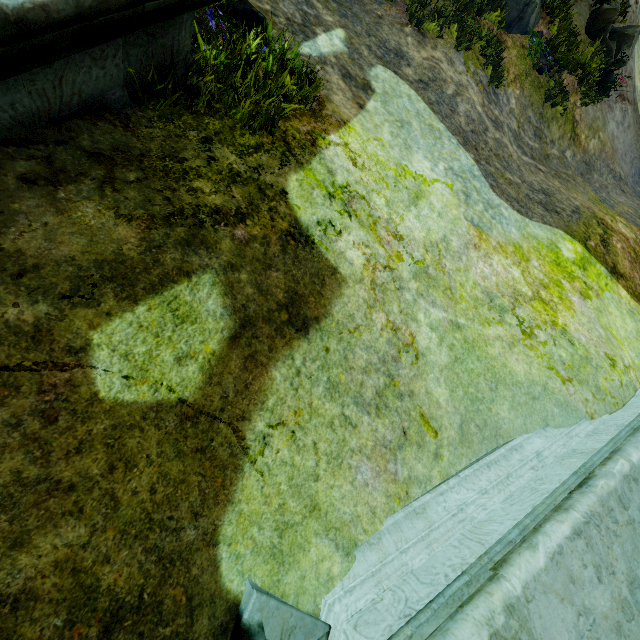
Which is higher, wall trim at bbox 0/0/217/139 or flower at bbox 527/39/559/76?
wall trim at bbox 0/0/217/139

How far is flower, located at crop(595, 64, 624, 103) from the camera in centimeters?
1047cm

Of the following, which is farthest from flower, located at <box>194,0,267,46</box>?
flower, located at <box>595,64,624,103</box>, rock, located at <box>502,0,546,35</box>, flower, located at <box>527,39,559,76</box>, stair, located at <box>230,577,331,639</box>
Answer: flower, located at <box>595,64,624,103</box>

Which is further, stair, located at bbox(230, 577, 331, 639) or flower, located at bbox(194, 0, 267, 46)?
flower, located at bbox(194, 0, 267, 46)

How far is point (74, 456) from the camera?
1.5m

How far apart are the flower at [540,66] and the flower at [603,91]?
3.2m

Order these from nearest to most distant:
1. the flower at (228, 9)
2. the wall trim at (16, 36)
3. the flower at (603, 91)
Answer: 1. the wall trim at (16, 36)
2. the flower at (228, 9)
3. the flower at (603, 91)

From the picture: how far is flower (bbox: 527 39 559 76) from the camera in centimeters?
884cm
